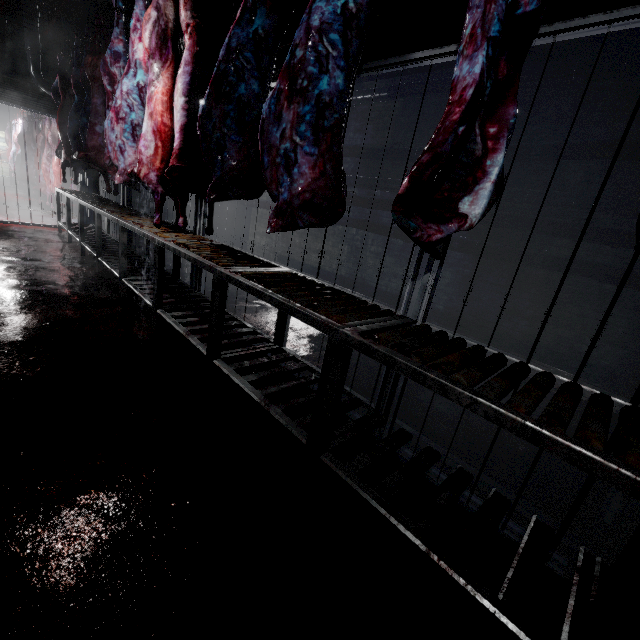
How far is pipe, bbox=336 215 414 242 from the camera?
4.97m

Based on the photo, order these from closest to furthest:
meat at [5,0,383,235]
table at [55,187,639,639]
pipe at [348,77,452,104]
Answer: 1. table at [55,187,639,639]
2. meat at [5,0,383,235]
3. pipe at [348,77,452,104]

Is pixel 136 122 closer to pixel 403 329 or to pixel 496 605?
pixel 403 329

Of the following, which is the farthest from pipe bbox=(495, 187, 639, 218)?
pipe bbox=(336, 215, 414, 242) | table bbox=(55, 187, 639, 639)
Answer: table bbox=(55, 187, 639, 639)

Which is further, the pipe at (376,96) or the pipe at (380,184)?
the pipe at (380,184)

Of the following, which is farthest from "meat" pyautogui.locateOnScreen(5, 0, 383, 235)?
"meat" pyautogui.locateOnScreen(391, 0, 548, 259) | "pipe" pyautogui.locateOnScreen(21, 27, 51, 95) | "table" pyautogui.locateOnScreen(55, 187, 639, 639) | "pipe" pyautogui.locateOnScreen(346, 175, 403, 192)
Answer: "pipe" pyautogui.locateOnScreen(346, 175, 403, 192)

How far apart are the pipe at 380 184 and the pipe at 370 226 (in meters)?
0.11
